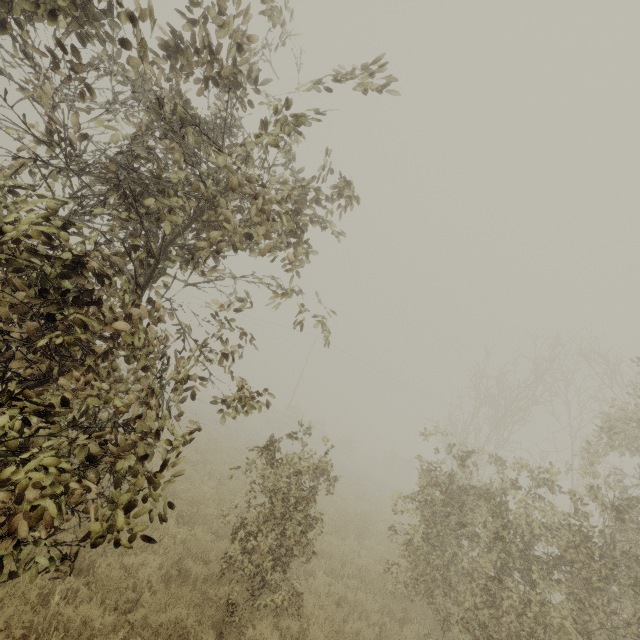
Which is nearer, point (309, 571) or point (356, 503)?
point (309, 571)
